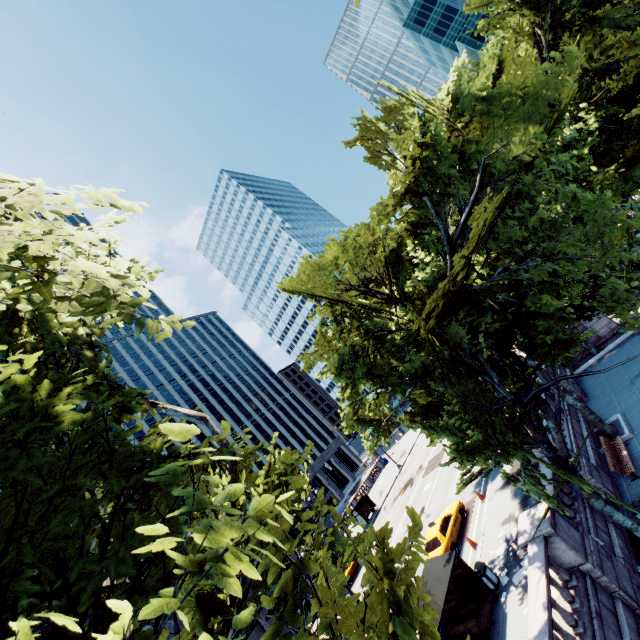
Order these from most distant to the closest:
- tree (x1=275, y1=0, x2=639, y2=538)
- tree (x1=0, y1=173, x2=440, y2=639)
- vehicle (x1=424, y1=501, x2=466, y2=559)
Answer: vehicle (x1=424, y1=501, x2=466, y2=559) < tree (x1=275, y1=0, x2=639, y2=538) < tree (x1=0, y1=173, x2=440, y2=639)

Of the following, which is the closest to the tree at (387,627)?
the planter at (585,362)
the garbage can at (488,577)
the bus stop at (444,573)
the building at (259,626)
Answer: the planter at (585,362)

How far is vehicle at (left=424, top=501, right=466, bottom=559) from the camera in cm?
1862

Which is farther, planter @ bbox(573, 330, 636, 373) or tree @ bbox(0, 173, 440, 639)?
planter @ bbox(573, 330, 636, 373)

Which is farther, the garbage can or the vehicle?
the vehicle

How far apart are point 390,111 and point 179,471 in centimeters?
1828cm

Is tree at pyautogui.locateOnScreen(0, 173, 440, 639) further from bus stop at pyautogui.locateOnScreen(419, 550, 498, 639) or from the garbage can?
the garbage can

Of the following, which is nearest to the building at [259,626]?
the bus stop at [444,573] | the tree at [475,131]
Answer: the tree at [475,131]
